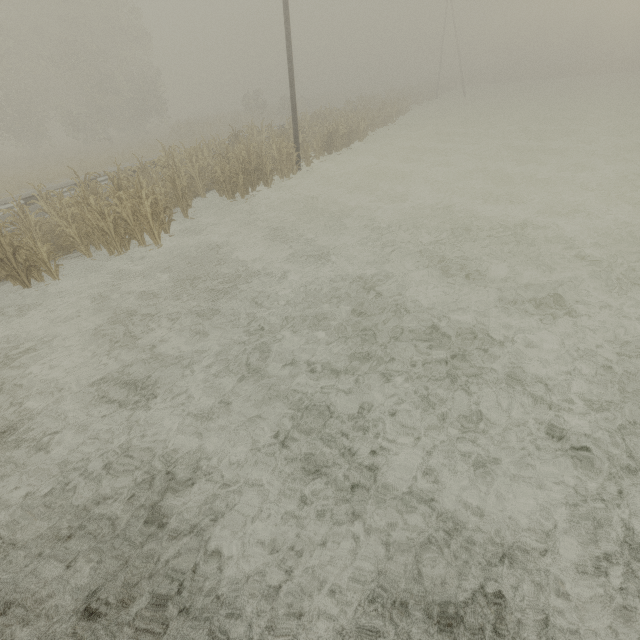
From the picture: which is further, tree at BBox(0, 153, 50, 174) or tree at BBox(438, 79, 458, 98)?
tree at BBox(438, 79, 458, 98)

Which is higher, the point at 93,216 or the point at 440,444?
the point at 93,216

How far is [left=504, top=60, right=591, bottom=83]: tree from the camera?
50.7m

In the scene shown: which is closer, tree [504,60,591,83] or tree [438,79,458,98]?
tree [438,79,458,98]

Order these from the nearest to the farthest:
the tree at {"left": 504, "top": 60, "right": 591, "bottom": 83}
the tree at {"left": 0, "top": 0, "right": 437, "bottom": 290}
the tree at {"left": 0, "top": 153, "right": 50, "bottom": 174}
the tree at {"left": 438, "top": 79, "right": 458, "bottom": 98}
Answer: the tree at {"left": 0, "top": 0, "right": 437, "bottom": 290}
the tree at {"left": 0, "top": 153, "right": 50, "bottom": 174}
the tree at {"left": 438, "top": 79, "right": 458, "bottom": 98}
the tree at {"left": 504, "top": 60, "right": 591, "bottom": 83}

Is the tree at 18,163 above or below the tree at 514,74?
below

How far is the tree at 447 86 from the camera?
49.8 meters
